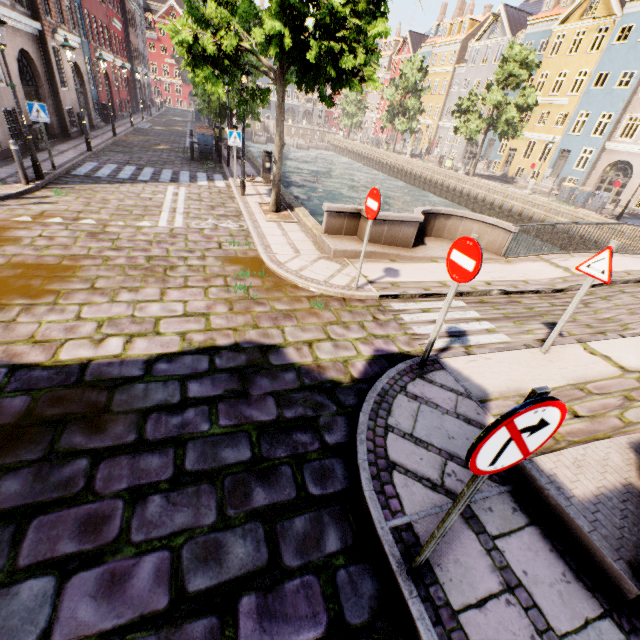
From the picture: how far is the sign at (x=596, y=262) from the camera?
A: 4.52m

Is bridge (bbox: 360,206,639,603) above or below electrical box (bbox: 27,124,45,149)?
below

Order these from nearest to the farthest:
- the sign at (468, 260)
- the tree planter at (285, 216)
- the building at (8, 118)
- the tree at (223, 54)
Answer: the sign at (468, 260) < the tree at (223, 54) < the tree planter at (285, 216) < the building at (8, 118)

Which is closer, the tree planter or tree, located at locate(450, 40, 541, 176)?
the tree planter

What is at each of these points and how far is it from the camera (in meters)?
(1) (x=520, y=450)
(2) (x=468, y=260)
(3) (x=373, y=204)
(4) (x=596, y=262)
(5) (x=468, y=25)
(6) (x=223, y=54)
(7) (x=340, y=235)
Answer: (1) sign, 1.64
(2) sign, 3.69
(3) sign, 5.63
(4) sign, 4.66
(5) building, 40.66
(6) tree, 7.70
(7) bridge, 8.72

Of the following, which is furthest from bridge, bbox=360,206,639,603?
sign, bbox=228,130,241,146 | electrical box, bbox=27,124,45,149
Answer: electrical box, bbox=27,124,45,149

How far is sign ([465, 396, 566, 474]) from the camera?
1.4m

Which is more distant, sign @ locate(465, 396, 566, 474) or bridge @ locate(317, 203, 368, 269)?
bridge @ locate(317, 203, 368, 269)
